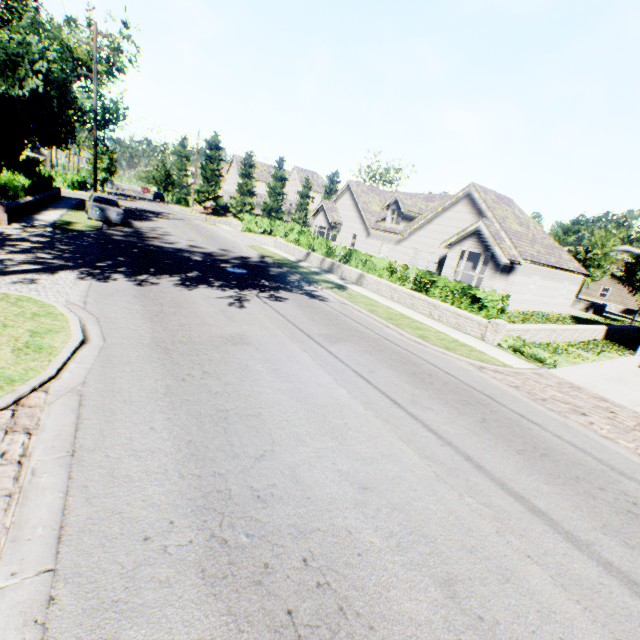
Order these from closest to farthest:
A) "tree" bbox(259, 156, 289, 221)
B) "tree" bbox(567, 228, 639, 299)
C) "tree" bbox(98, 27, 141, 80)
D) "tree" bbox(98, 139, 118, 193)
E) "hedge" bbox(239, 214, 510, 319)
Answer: "hedge" bbox(239, 214, 510, 319), "tree" bbox(567, 228, 639, 299), "tree" bbox(98, 27, 141, 80), "tree" bbox(98, 139, 118, 193), "tree" bbox(259, 156, 289, 221)

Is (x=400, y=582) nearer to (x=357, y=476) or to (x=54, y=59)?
(x=357, y=476)

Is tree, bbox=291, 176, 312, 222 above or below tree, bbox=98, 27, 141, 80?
below

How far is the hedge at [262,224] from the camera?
12.9m

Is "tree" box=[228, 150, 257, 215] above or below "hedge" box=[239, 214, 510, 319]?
above

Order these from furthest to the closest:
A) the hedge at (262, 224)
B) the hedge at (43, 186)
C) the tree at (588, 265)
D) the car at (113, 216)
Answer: the tree at (588, 265) < the car at (113, 216) < the hedge at (43, 186) < the hedge at (262, 224)

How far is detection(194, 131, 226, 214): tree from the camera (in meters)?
48.38

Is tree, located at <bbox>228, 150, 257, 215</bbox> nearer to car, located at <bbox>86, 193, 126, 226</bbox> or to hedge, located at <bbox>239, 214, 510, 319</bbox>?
car, located at <bbox>86, 193, 126, 226</bbox>
